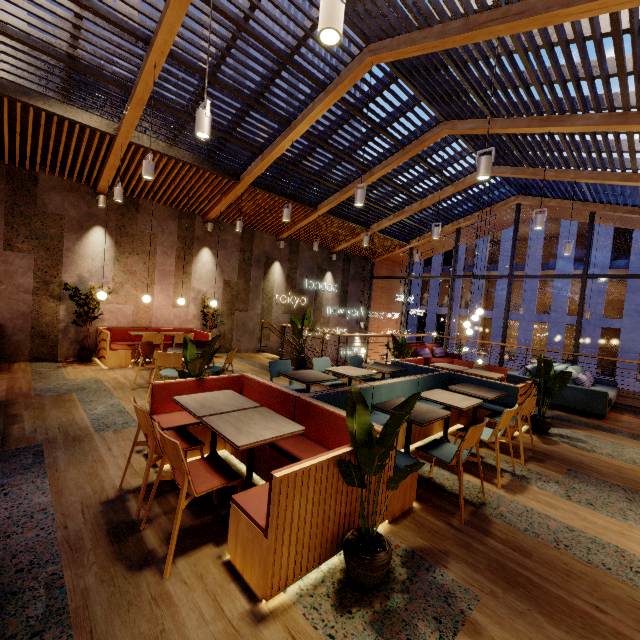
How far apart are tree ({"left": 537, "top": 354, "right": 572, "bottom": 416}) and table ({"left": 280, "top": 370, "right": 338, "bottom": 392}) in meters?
3.4 m

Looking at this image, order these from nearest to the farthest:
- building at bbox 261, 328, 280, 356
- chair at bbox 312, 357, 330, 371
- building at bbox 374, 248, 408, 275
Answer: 1. chair at bbox 312, 357, 330, 371
2. building at bbox 261, 328, 280, 356
3. building at bbox 374, 248, 408, 275

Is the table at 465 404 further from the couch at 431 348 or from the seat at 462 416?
the couch at 431 348

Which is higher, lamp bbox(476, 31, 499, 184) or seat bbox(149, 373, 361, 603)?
lamp bbox(476, 31, 499, 184)

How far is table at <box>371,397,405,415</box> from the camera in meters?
3.4

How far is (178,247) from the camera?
9.2m

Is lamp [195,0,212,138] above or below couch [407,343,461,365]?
above

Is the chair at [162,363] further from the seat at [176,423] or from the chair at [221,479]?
the chair at [221,479]
